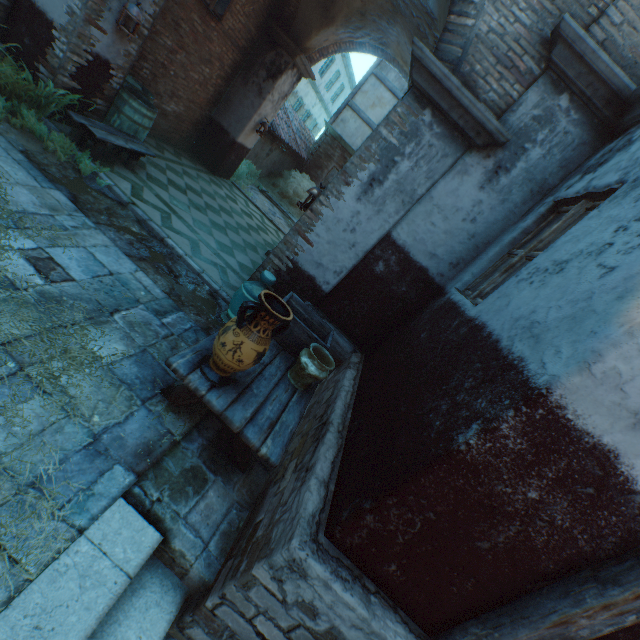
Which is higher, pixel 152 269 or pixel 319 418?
pixel 319 418

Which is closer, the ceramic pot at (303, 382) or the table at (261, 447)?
the table at (261, 447)

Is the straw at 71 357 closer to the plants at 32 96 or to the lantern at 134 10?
the plants at 32 96

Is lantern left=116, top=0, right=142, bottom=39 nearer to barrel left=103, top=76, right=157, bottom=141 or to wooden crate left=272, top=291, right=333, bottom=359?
barrel left=103, top=76, right=157, bottom=141

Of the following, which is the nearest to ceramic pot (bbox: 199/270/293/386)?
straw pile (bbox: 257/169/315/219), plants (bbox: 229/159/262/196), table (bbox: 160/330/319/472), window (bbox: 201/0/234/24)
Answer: table (bbox: 160/330/319/472)

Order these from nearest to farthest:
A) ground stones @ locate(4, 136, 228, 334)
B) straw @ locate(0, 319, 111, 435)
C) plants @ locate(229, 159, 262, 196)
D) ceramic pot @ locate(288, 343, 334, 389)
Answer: straw @ locate(0, 319, 111, 435) < ceramic pot @ locate(288, 343, 334, 389) < ground stones @ locate(4, 136, 228, 334) < plants @ locate(229, 159, 262, 196)

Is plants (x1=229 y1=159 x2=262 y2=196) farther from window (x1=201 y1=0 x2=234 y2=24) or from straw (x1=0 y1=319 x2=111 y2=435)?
straw (x1=0 y1=319 x2=111 y2=435)

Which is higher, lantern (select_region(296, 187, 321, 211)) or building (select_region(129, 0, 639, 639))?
lantern (select_region(296, 187, 321, 211))
